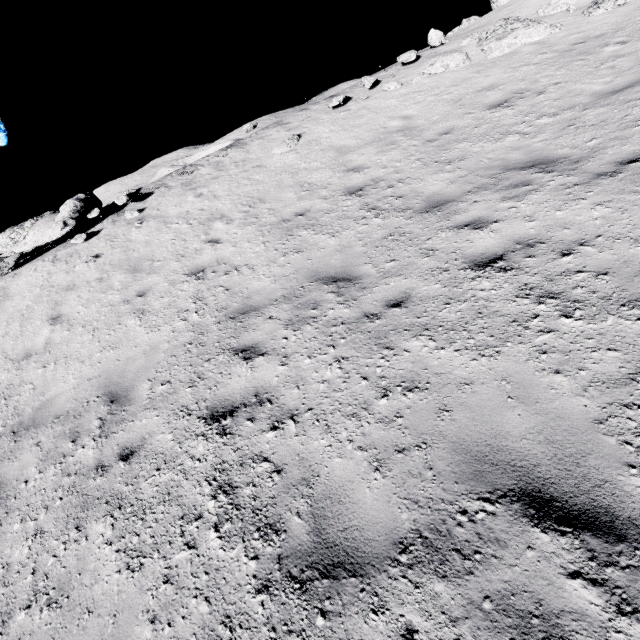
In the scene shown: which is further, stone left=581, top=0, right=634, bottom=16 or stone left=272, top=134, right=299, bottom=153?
stone left=272, top=134, right=299, bottom=153

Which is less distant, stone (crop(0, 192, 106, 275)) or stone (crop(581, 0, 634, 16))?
stone (crop(581, 0, 634, 16))

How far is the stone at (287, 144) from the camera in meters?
10.7 m

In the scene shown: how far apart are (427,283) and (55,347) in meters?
7.6

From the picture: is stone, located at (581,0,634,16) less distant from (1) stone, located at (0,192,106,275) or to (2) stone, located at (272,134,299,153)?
(2) stone, located at (272,134,299,153)

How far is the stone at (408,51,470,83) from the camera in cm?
999

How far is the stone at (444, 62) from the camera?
9.99m

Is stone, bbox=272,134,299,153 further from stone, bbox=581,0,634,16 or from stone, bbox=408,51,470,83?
stone, bbox=581,0,634,16
